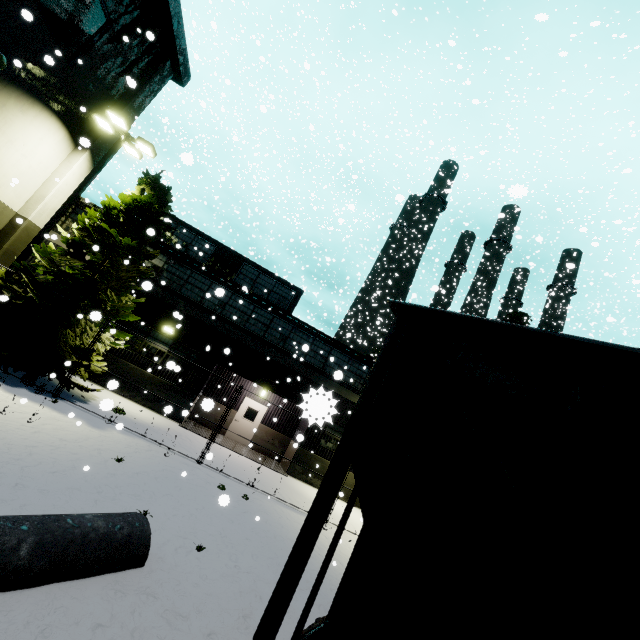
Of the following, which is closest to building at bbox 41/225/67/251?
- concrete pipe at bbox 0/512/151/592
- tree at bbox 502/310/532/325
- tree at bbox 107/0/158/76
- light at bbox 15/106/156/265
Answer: tree at bbox 107/0/158/76

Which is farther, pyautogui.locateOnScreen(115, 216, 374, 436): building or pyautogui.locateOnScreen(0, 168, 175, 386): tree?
pyautogui.locateOnScreen(115, 216, 374, 436): building

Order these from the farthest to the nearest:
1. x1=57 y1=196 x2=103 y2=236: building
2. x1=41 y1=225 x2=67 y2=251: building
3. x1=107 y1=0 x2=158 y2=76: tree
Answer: x1=57 y1=196 x2=103 y2=236: building
x1=107 y1=0 x2=158 y2=76: tree
x1=41 y1=225 x2=67 y2=251: building

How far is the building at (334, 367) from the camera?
16.6 meters

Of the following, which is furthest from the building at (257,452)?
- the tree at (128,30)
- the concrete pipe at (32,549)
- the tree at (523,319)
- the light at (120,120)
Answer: the tree at (523,319)

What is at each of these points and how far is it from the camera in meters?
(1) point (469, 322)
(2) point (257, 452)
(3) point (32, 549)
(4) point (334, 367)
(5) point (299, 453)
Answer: (1) coal car, 2.3
(2) building, 18.7
(3) concrete pipe, 4.0
(4) building, 18.9
(5) building, 17.4

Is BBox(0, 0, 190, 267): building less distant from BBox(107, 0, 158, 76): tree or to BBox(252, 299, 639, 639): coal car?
BBox(107, 0, 158, 76): tree

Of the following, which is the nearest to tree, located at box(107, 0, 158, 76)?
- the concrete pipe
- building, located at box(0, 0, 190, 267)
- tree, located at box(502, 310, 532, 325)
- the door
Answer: building, located at box(0, 0, 190, 267)
